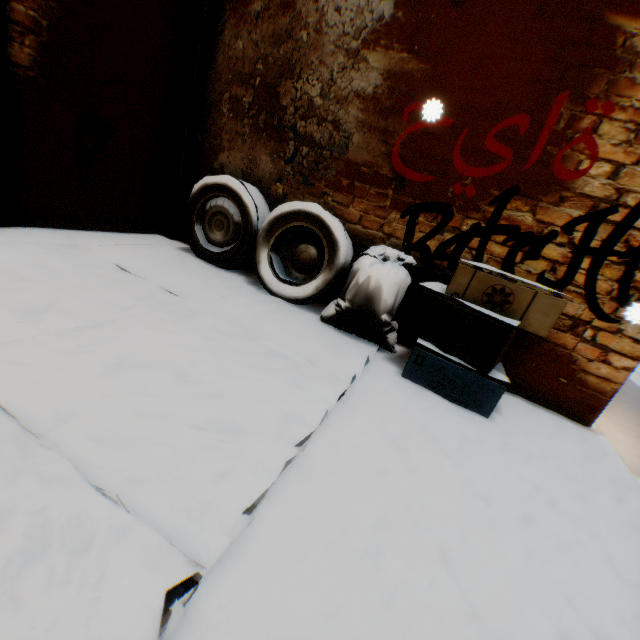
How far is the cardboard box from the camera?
2.2 meters

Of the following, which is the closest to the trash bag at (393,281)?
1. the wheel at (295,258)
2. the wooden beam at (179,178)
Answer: the wheel at (295,258)

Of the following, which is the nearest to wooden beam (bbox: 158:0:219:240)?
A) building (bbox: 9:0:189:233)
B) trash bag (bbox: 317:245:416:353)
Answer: building (bbox: 9:0:189:233)

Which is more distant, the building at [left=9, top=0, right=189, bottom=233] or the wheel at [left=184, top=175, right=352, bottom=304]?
the wheel at [left=184, top=175, right=352, bottom=304]

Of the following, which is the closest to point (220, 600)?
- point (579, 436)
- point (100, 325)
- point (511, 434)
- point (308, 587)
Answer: point (308, 587)

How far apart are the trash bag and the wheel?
0.1m

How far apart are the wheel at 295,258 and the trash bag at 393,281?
0.08m

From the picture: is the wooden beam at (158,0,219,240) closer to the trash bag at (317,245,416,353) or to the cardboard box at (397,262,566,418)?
the cardboard box at (397,262,566,418)
